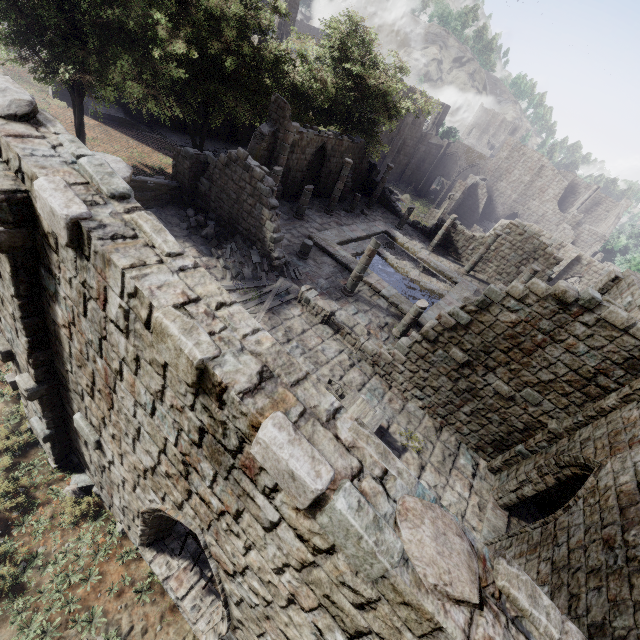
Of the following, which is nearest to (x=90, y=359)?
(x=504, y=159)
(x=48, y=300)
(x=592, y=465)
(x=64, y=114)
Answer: (x=48, y=300)

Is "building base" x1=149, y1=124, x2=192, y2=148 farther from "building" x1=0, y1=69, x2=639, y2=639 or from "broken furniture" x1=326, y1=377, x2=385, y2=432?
"broken furniture" x1=326, y1=377, x2=385, y2=432

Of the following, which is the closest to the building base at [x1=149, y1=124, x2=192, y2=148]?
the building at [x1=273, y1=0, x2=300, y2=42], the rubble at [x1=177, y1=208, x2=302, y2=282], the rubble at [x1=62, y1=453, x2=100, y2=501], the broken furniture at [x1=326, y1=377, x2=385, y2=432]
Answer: the building at [x1=273, y1=0, x2=300, y2=42]

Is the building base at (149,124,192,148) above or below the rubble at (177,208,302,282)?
below

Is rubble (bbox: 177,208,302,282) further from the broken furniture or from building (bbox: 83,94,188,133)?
the broken furniture

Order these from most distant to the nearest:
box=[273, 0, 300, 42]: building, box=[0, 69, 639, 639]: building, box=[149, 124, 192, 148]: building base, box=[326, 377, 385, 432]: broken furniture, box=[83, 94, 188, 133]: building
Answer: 1. box=[273, 0, 300, 42]: building
2. box=[149, 124, 192, 148]: building base
3. box=[83, 94, 188, 133]: building
4. box=[326, 377, 385, 432]: broken furniture
5. box=[0, 69, 639, 639]: building

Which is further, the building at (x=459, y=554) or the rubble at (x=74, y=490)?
the rubble at (x=74, y=490)

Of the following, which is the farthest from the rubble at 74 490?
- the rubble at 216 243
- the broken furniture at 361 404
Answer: the rubble at 216 243
